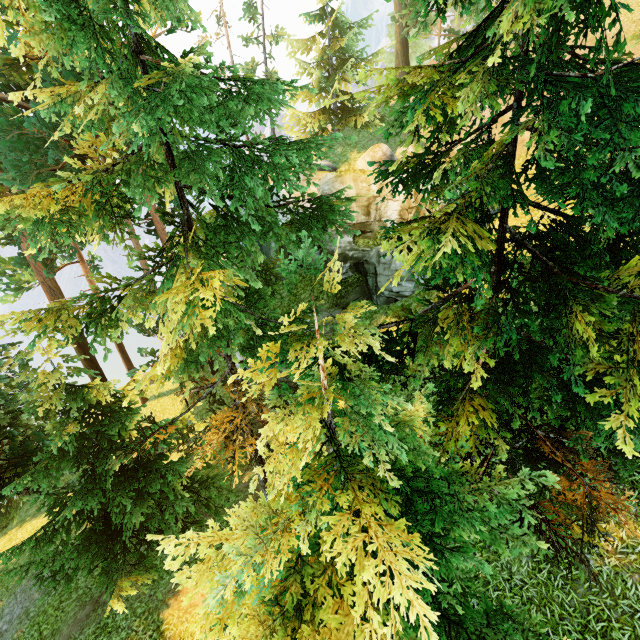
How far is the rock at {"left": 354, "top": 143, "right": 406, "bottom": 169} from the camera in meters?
16.6 m

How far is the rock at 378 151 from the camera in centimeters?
1659cm

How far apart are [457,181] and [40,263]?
21.6m

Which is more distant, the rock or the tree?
the rock

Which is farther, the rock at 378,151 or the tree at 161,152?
the rock at 378,151
